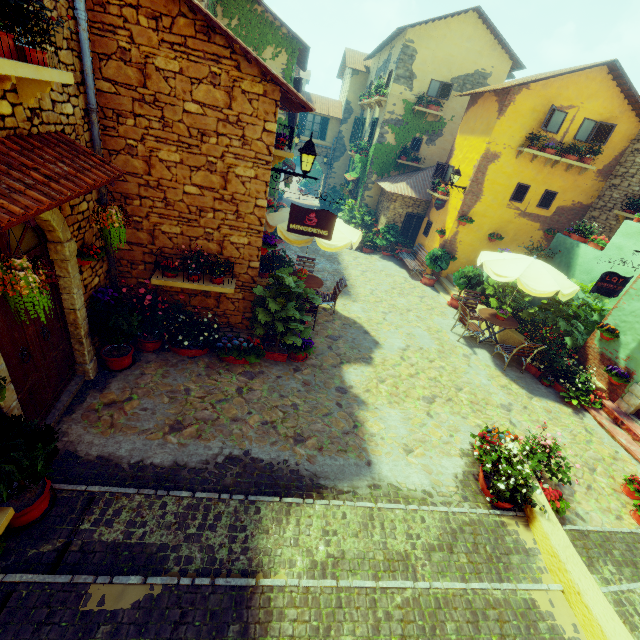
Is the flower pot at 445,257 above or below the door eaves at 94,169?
below

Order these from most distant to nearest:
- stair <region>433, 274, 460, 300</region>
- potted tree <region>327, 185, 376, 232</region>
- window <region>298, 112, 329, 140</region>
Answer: window <region>298, 112, 329, 140</region>
potted tree <region>327, 185, 376, 232</region>
stair <region>433, 274, 460, 300</region>

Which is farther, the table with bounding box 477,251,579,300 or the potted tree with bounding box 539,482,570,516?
the table with bounding box 477,251,579,300

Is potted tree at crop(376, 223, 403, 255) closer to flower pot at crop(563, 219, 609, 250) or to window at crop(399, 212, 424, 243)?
window at crop(399, 212, 424, 243)

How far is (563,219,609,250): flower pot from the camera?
9.93m

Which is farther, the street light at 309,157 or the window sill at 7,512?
the street light at 309,157

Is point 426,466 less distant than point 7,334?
No

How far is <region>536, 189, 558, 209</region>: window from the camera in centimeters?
1284cm
